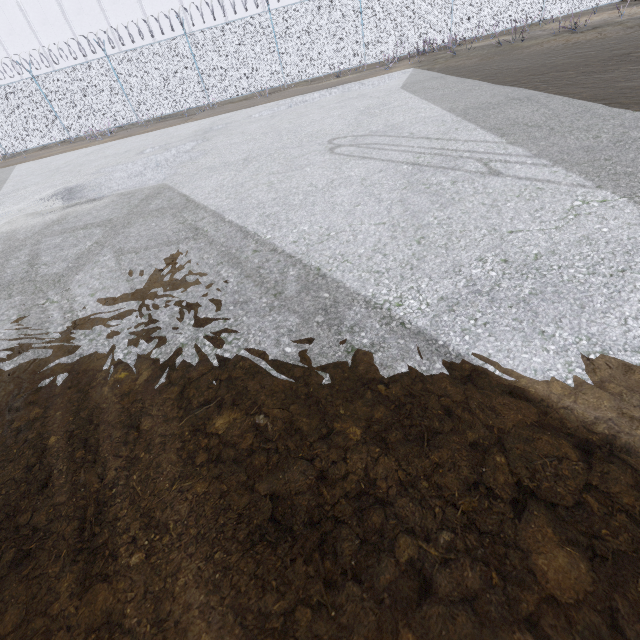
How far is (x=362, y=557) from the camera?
1.1 meters
